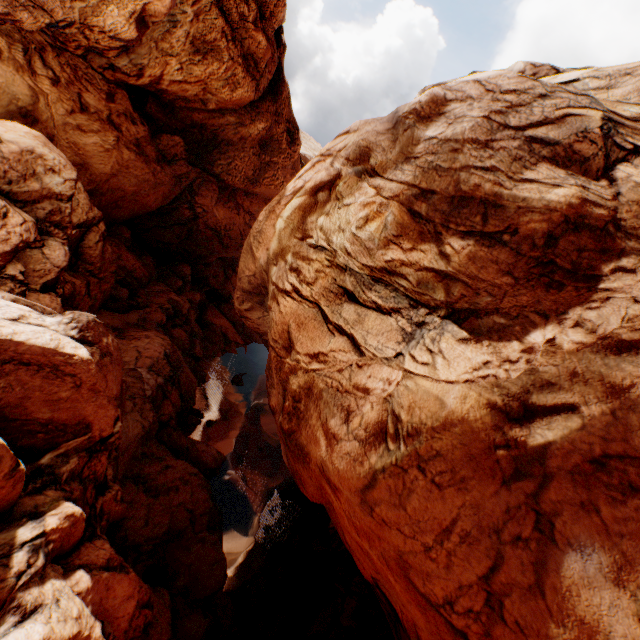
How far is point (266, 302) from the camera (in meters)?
18.14
